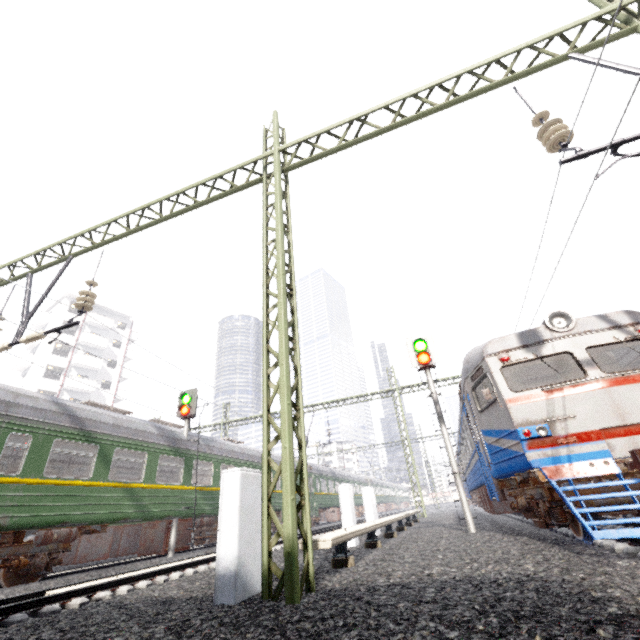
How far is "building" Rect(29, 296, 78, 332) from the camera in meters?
40.3 m

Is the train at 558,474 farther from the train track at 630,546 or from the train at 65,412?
the train at 65,412

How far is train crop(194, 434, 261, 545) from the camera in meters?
13.1

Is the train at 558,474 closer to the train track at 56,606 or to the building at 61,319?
the train track at 56,606

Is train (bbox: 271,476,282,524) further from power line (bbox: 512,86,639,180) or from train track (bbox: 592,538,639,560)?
train track (bbox: 592,538,639,560)

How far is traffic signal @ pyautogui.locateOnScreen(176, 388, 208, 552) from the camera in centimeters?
1221cm

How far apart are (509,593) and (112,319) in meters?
52.0 m
